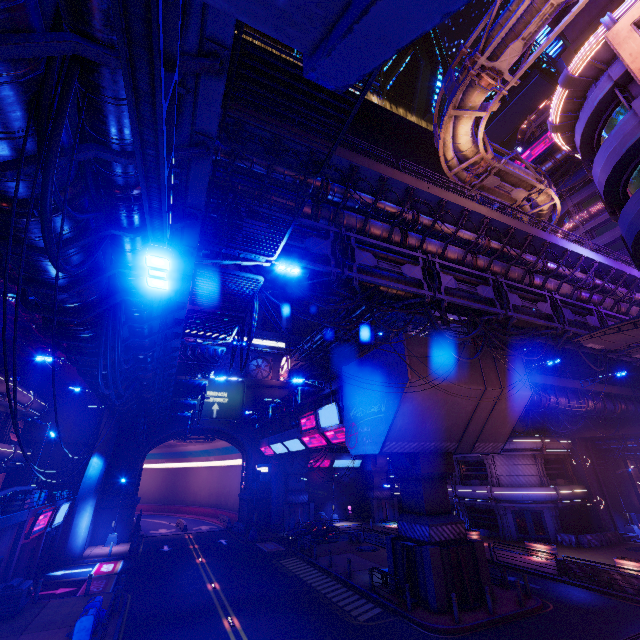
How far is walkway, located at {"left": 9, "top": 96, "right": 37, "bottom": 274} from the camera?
4.4 meters

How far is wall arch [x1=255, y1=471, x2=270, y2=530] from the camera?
39.27m

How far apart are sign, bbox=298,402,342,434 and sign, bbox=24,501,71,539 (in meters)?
18.72

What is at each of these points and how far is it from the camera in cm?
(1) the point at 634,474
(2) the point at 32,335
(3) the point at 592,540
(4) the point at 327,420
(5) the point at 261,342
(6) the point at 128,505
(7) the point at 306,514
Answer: (1) tunnel, 3703
(2) pipe, 2516
(3) fence, 2848
(4) sign, 2489
(5) sign, 4994
(6) wall arch, 3462
(7) pillar, 3975

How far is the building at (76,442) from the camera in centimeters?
3428cm

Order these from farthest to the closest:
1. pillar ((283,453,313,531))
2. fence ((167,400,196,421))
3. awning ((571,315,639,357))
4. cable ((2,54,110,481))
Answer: pillar ((283,453,313,531)) < fence ((167,400,196,421)) < awning ((571,315,639,357)) < cable ((2,54,110,481))

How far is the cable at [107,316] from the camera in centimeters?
924cm

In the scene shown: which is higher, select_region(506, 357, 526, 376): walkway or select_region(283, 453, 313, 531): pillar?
select_region(506, 357, 526, 376): walkway
